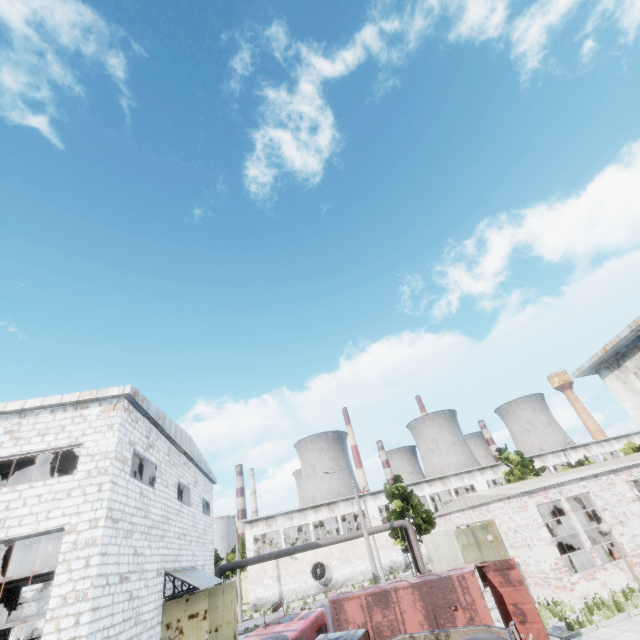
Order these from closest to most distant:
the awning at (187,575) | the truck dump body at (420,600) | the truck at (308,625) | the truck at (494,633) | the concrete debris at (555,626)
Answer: the truck at (494,633) < the truck at (308,625) < the truck dump body at (420,600) < the concrete debris at (555,626) < the awning at (187,575)

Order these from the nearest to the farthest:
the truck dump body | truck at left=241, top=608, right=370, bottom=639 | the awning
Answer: truck at left=241, top=608, right=370, bottom=639 → the truck dump body → the awning

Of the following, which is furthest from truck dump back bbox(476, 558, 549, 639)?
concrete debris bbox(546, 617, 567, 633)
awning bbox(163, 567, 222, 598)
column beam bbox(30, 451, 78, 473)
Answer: column beam bbox(30, 451, 78, 473)

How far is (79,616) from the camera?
8.7 meters

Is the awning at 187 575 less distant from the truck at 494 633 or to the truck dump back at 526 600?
the truck at 494 633

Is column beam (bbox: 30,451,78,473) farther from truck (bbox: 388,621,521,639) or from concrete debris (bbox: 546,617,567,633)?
concrete debris (bbox: 546,617,567,633)

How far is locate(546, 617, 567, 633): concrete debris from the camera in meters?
13.3

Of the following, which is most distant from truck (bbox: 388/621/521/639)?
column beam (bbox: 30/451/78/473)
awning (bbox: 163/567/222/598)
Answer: column beam (bbox: 30/451/78/473)
